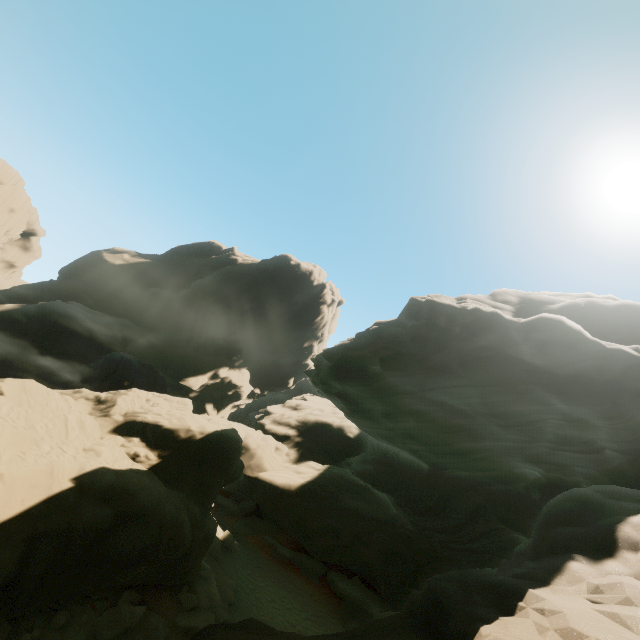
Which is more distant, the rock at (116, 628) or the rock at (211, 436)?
the rock at (116, 628)

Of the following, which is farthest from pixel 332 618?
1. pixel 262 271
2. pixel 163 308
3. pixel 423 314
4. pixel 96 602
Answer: pixel 163 308

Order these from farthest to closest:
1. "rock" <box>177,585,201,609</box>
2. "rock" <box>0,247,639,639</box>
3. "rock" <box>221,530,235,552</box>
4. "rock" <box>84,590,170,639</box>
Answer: "rock" <box>221,530,235,552</box>
"rock" <box>177,585,201,609</box>
"rock" <box>84,590,170,639</box>
"rock" <box>0,247,639,639</box>

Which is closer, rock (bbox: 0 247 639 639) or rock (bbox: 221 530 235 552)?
rock (bbox: 0 247 639 639)

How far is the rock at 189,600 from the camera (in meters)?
12.99

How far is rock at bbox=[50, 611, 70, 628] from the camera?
10.0 meters
